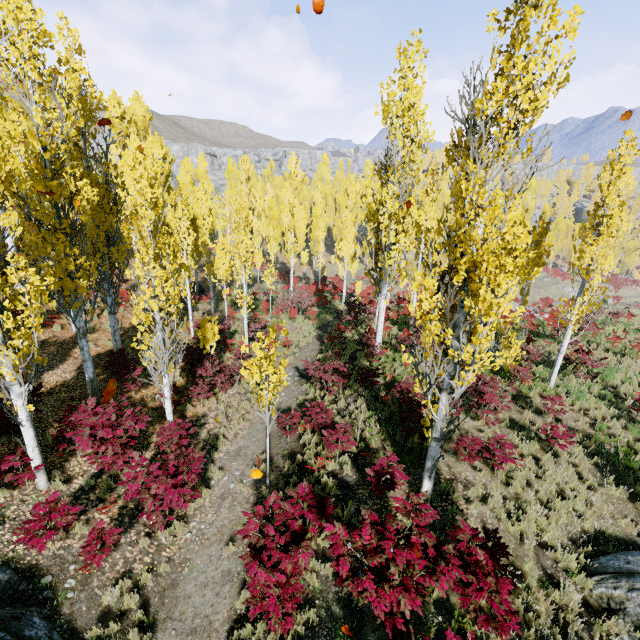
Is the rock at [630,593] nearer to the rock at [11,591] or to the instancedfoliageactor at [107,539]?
the instancedfoliageactor at [107,539]

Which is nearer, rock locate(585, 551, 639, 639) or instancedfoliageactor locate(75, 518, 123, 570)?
rock locate(585, 551, 639, 639)

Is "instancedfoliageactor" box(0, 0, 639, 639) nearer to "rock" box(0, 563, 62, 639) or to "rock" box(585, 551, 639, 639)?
"rock" box(585, 551, 639, 639)

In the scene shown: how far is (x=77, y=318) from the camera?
9.9 meters

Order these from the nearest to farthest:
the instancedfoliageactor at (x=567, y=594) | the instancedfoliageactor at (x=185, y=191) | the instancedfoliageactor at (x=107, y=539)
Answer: the instancedfoliageactor at (x=185, y=191)
the instancedfoliageactor at (x=567, y=594)
the instancedfoliageactor at (x=107, y=539)

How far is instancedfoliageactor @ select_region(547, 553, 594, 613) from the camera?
5.9 meters
